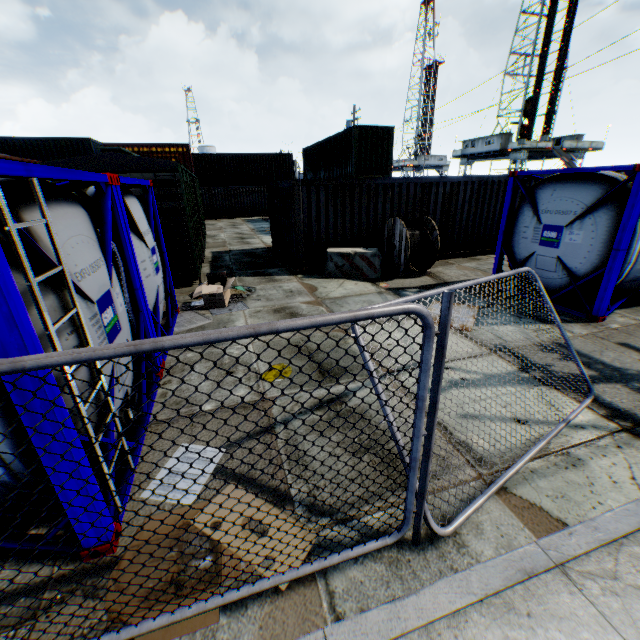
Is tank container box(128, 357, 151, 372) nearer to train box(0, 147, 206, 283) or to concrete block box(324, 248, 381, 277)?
train box(0, 147, 206, 283)

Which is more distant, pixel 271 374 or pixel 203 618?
pixel 271 374

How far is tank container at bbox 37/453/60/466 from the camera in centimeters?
224cm

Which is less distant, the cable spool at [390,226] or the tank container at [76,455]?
the tank container at [76,455]

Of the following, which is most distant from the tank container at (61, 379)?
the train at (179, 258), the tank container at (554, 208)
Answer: the tank container at (554, 208)

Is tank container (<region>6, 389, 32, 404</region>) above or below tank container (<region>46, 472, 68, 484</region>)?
above
